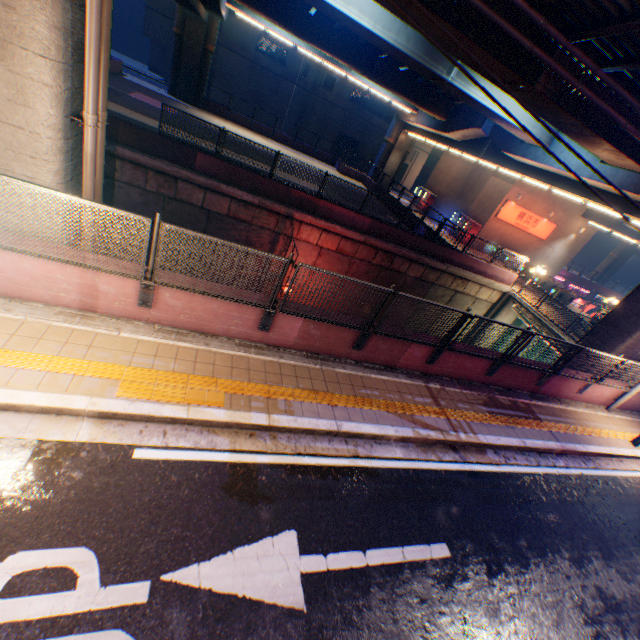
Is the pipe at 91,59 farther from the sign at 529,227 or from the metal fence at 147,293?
the sign at 529,227

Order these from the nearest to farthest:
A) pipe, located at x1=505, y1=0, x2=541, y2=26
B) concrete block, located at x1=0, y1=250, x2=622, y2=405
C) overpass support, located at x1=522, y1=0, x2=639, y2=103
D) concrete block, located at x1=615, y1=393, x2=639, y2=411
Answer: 1. concrete block, located at x1=0, y1=250, x2=622, y2=405
2. overpass support, located at x1=522, y1=0, x2=639, y2=103
3. pipe, located at x1=505, y1=0, x2=541, y2=26
4. concrete block, located at x1=615, y1=393, x2=639, y2=411

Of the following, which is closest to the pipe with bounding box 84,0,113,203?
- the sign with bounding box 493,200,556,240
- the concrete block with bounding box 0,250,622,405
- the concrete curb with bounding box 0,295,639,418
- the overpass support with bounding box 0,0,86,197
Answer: the overpass support with bounding box 0,0,86,197

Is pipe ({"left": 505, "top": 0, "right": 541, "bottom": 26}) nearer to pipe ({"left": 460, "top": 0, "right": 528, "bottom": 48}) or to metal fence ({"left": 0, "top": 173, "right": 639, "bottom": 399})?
pipe ({"left": 460, "top": 0, "right": 528, "bottom": 48})

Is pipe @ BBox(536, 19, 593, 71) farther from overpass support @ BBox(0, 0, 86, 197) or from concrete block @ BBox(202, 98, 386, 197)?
concrete block @ BBox(202, 98, 386, 197)

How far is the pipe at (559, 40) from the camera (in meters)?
9.10

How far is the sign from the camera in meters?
27.7

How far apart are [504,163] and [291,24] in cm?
1658
